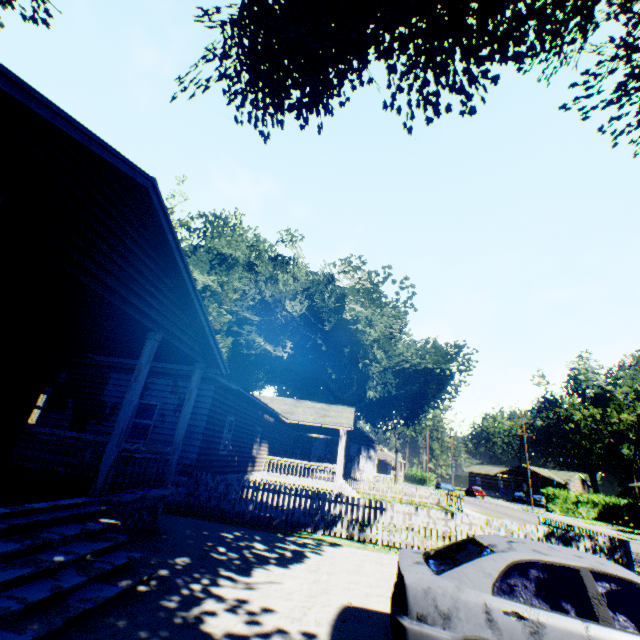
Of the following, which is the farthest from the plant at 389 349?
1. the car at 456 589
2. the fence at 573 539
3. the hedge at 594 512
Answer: the hedge at 594 512

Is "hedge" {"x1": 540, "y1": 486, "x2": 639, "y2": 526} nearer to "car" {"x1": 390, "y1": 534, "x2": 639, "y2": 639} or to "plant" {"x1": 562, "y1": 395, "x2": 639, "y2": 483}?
"plant" {"x1": 562, "y1": 395, "x2": 639, "y2": 483}

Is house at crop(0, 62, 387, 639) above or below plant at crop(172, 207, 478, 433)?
below

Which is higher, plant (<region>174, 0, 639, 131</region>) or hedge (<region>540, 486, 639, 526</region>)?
plant (<region>174, 0, 639, 131</region>)

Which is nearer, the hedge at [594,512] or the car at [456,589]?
the car at [456,589]

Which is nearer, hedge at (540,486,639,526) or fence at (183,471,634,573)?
fence at (183,471,634,573)

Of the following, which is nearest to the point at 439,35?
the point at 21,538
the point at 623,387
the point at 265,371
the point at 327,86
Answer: the point at 327,86

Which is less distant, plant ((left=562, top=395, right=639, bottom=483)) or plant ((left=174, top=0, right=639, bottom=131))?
plant ((left=174, top=0, right=639, bottom=131))
